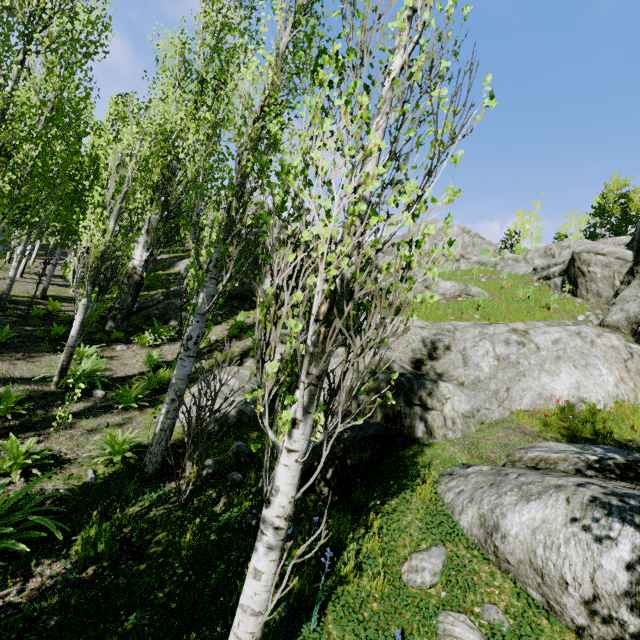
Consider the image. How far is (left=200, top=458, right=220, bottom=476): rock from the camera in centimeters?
554cm

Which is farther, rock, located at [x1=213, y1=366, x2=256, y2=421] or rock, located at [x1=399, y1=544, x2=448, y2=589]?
rock, located at [x1=213, y1=366, x2=256, y2=421]

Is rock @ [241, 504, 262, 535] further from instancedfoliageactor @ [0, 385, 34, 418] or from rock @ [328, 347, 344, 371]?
instancedfoliageactor @ [0, 385, 34, 418]

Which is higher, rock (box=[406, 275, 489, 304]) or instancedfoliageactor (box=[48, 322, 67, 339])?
rock (box=[406, 275, 489, 304])

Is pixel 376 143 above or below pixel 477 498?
above

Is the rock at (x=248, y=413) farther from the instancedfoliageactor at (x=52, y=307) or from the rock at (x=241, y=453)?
the rock at (x=241, y=453)

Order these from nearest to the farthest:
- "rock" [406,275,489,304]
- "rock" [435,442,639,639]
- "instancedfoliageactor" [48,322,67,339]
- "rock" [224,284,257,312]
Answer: "rock" [435,442,639,639], "instancedfoliageactor" [48,322,67,339], "rock" [224,284,257,312], "rock" [406,275,489,304]

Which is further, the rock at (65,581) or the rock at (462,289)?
the rock at (462,289)
